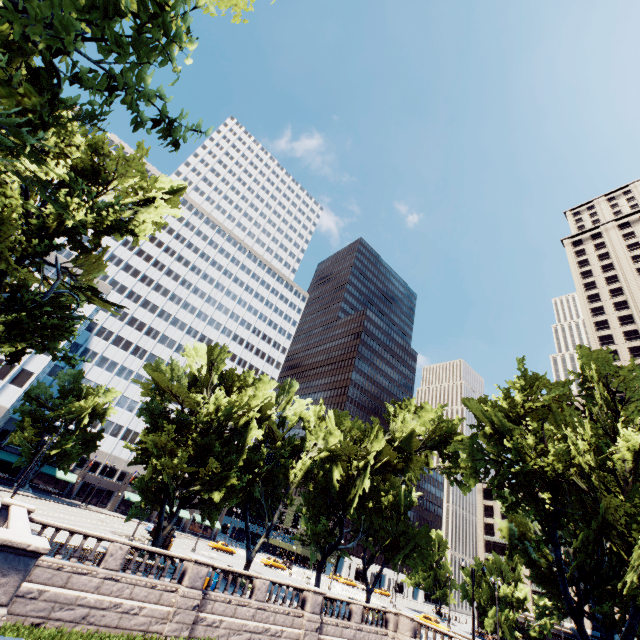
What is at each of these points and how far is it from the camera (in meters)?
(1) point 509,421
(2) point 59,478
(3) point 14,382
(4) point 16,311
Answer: (1) tree, 28.80
(2) building, 57.69
(3) building, 47.44
(4) tree, 18.77

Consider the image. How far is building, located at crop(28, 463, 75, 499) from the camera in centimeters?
5731cm

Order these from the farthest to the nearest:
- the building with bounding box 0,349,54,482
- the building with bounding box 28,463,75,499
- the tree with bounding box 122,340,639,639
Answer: the building with bounding box 28,463,75,499 → the building with bounding box 0,349,54,482 → the tree with bounding box 122,340,639,639

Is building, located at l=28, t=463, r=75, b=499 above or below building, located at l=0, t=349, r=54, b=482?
below

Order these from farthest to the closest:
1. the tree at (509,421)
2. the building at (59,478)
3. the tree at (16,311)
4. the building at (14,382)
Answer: the building at (59,478) < the building at (14,382) < the tree at (509,421) < the tree at (16,311)

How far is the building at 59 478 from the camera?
57.3 meters

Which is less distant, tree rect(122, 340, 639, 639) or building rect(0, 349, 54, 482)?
tree rect(122, 340, 639, 639)
